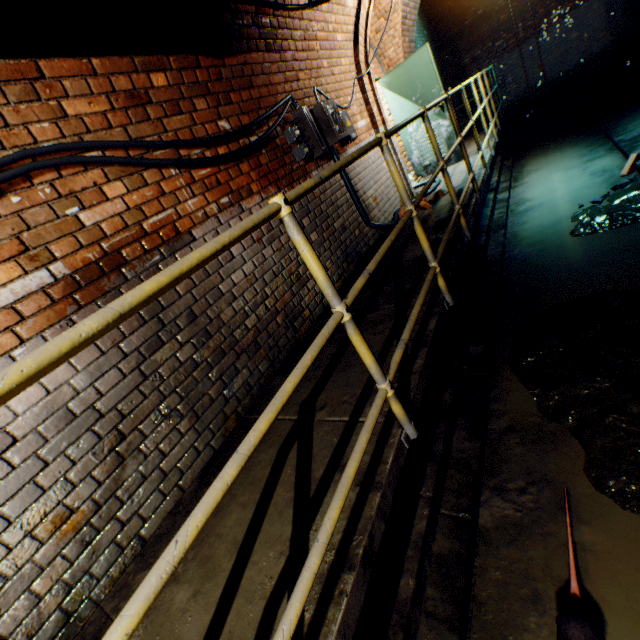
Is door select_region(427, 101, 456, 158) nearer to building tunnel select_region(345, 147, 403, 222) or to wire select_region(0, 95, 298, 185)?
building tunnel select_region(345, 147, 403, 222)

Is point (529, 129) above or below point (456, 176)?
below

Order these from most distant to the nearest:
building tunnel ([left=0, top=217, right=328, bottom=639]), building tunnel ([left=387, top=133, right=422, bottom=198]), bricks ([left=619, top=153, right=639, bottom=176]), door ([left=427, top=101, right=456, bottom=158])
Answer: door ([left=427, top=101, right=456, bottom=158])
building tunnel ([left=387, top=133, right=422, bottom=198])
bricks ([left=619, top=153, right=639, bottom=176])
building tunnel ([left=0, top=217, right=328, bottom=639])

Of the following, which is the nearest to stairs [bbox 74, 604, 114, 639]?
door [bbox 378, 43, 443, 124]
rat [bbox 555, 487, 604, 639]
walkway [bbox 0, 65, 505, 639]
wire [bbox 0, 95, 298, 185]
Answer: walkway [bbox 0, 65, 505, 639]

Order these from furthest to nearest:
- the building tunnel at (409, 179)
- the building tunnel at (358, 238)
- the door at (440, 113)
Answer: the door at (440, 113) → the building tunnel at (409, 179) → the building tunnel at (358, 238)

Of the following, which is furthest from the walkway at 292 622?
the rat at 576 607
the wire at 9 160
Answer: the wire at 9 160

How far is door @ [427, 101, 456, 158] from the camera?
6.18m

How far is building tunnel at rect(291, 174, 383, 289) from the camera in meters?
3.7
